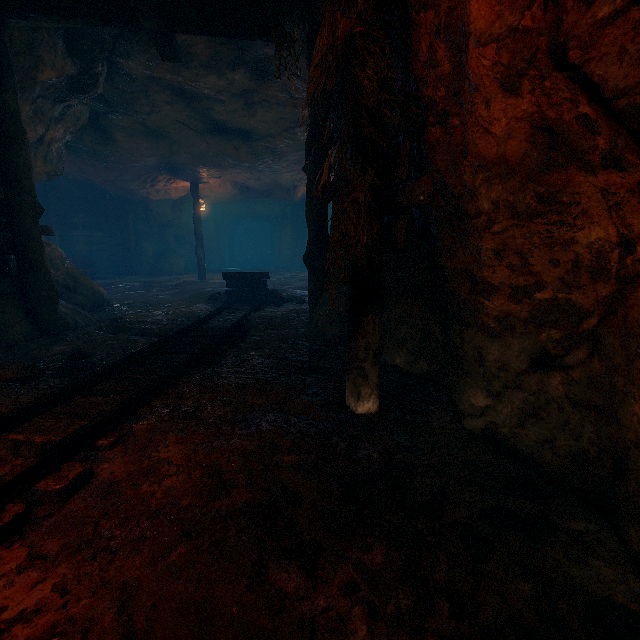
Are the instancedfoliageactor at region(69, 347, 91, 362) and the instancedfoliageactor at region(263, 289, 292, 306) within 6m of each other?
yes

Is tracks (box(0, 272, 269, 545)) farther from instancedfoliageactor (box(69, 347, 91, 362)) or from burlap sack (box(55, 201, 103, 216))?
instancedfoliageactor (box(69, 347, 91, 362))

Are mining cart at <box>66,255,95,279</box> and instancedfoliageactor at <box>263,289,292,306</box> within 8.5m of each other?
no

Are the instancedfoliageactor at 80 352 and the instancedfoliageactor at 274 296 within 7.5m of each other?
yes

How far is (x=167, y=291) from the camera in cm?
1115

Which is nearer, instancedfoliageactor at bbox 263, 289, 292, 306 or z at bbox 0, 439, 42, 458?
z at bbox 0, 439, 42, 458

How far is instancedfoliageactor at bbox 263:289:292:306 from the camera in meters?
7.8 m

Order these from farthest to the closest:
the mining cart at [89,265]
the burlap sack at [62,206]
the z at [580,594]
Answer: the burlap sack at [62,206]
the mining cart at [89,265]
the z at [580,594]
